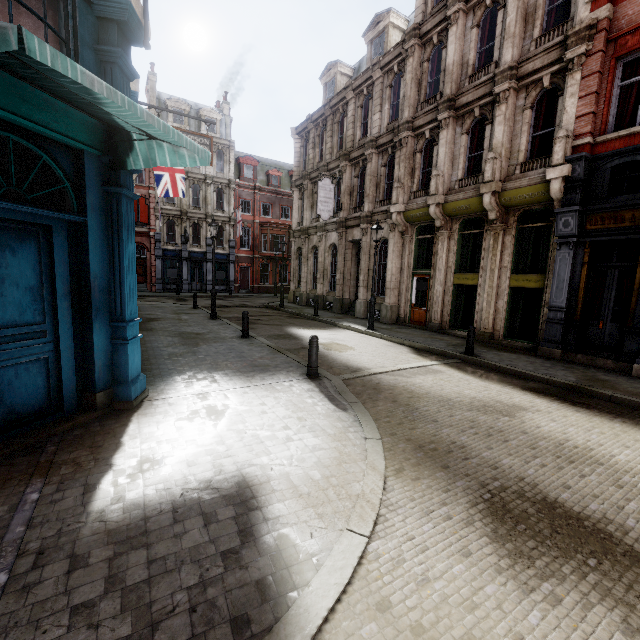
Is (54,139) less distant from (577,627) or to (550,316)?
(577,627)

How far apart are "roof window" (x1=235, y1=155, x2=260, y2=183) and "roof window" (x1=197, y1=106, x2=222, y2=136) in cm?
247

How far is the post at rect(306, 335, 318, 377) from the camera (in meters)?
7.27

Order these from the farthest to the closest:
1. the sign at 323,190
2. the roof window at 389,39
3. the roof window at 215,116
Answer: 1. the roof window at 215,116
2. the sign at 323,190
3. the roof window at 389,39

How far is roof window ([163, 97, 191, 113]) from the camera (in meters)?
32.25

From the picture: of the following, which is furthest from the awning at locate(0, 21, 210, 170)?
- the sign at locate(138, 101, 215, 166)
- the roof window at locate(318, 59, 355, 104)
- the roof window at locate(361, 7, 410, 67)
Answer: the roof window at locate(318, 59, 355, 104)

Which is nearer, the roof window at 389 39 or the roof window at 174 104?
the roof window at 389 39

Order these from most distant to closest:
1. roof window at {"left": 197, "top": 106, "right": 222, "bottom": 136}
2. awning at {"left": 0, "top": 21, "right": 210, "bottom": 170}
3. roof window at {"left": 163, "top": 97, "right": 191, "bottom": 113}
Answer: roof window at {"left": 197, "top": 106, "right": 222, "bottom": 136} < roof window at {"left": 163, "top": 97, "right": 191, "bottom": 113} < awning at {"left": 0, "top": 21, "right": 210, "bottom": 170}
